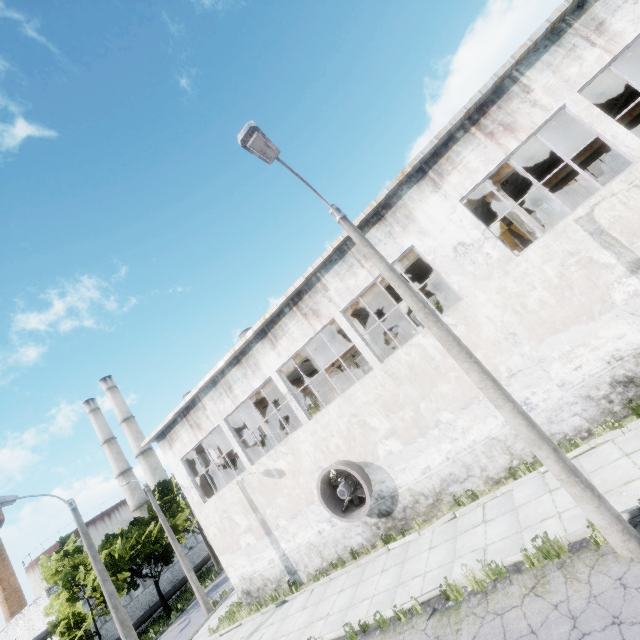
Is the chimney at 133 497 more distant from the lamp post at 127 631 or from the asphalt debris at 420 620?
the asphalt debris at 420 620

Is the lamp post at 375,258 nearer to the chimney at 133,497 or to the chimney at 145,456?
the chimney at 145,456

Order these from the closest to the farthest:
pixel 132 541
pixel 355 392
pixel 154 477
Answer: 1. pixel 355 392
2. pixel 132 541
3. pixel 154 477

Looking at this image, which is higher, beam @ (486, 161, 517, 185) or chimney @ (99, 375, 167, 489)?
chimney @ (99, 375, 167, 489)

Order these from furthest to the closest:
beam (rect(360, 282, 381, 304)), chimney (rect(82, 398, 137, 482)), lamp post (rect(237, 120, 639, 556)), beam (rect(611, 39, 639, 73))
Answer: chimney (rect(82, 398, 137, 482)) < beam (rect(360, 282, 381, 304)) < beam (rect(611, 39, 639, 73)) < lamp post (rect(237, 120, 639, 556))

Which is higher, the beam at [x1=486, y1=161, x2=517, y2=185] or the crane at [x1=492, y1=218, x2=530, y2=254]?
the beam at [x1=486, y1=161, x2=517, y2=185]

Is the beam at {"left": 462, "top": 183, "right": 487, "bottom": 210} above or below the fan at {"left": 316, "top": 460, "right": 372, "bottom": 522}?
above

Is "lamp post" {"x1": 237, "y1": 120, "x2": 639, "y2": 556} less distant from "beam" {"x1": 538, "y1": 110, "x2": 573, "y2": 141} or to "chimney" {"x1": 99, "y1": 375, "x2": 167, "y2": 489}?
"beam" {"x1": 538, "y1": 110, "x2": 573, "y2": 141}
